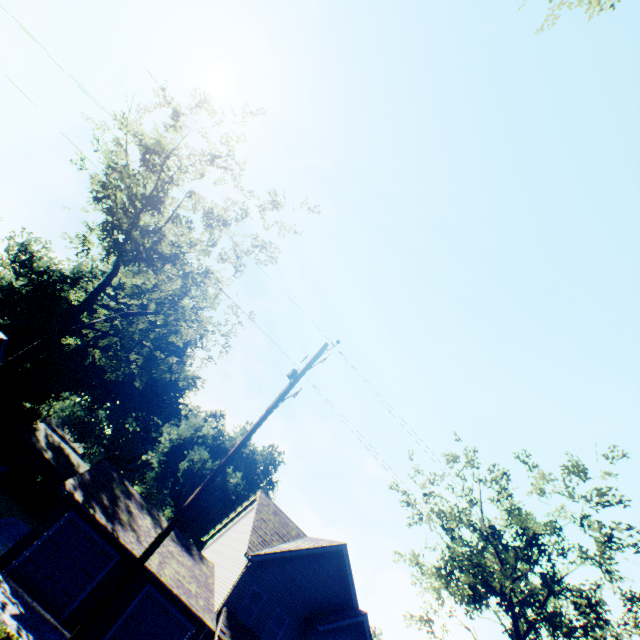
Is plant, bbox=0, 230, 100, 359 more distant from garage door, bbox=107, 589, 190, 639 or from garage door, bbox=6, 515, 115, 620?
garage door, bbox=107, 589, 190, 639

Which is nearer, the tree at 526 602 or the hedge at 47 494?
the tree at 526 602

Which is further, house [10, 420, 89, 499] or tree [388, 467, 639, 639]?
house [10, 420, 89, 499]

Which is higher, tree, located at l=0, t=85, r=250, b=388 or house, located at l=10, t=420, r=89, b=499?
tree, located at l=0, t=85, r=250, b=388

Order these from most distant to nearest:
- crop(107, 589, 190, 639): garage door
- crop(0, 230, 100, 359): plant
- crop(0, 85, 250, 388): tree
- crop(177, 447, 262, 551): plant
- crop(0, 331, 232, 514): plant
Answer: crop(177, 447, 262, 551): plant → crop(0, 331, 232, 514): plant → crop(0, 230, 100, 359): plant → crop(107, 589, 190, 639): garage door → crop(0, 85, 250, 388): tree

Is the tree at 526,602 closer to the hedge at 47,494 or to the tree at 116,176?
the hedge at 47,494

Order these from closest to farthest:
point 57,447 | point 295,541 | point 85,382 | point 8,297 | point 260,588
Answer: point 260,588, point 295,541, point 8,297, point 85,382, point 57,447

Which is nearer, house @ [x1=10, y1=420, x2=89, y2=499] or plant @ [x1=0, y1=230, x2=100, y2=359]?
plant @ [x1=0, y1=230, x2=100, y2=359]
